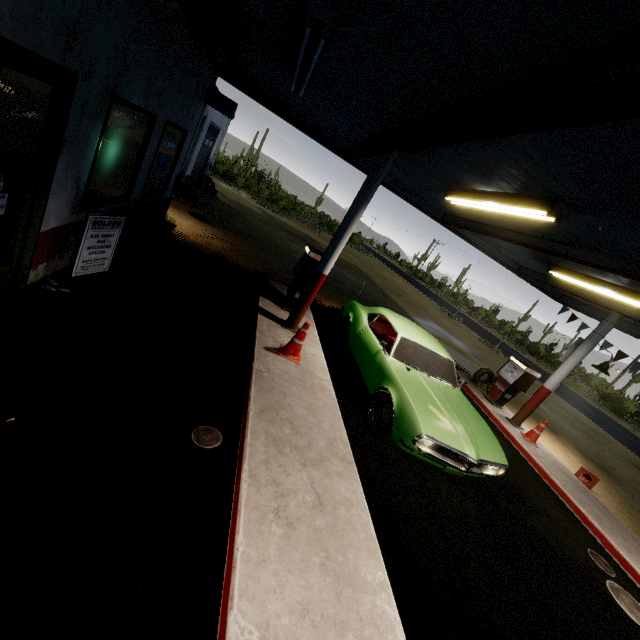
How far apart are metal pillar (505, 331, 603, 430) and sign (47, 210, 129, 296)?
10.1 meters

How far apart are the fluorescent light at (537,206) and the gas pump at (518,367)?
5.37m

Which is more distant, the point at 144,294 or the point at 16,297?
the point at 144,294

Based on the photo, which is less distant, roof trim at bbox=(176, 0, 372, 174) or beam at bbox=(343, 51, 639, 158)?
beam at bbox=(343, 51, 639, 158)

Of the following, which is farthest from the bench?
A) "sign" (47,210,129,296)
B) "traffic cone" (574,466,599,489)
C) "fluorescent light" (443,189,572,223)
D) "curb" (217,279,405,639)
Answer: "traffic cone" (574,466,599,489)

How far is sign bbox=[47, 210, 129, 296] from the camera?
4.3 meters

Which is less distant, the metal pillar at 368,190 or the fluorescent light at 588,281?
the metal pillar at 368,190

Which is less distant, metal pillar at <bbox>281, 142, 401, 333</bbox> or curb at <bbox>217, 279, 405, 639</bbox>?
curb at <bbox>217, 279, 405, 639</bbox>
